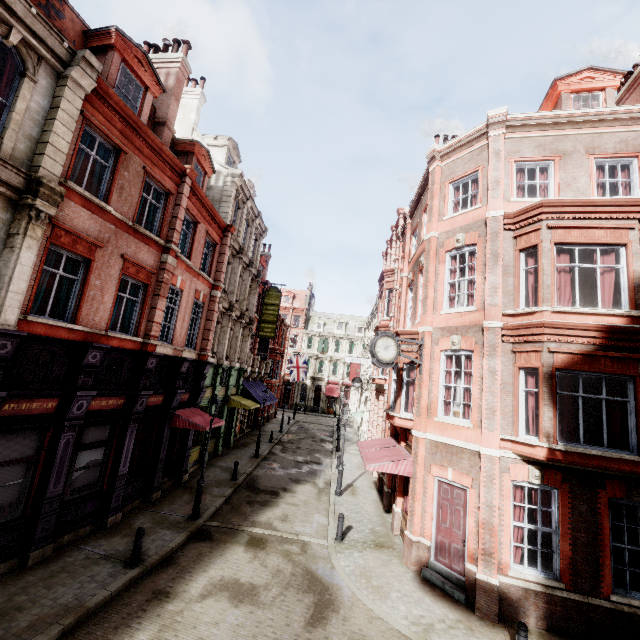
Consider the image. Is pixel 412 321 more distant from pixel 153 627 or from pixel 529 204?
pixel 153 627

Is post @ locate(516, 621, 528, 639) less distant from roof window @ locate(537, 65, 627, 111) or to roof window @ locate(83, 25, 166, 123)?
roof window @ locate(537, 65, 627, 111)

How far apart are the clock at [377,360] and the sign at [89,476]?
10.3 meters

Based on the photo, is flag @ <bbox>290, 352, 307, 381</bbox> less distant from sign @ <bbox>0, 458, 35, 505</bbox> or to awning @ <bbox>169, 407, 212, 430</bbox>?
awning @ <bbox>169, 407, 212, 430</bbox>

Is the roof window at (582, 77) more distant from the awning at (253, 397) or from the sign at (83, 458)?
the awning at (253, 397)

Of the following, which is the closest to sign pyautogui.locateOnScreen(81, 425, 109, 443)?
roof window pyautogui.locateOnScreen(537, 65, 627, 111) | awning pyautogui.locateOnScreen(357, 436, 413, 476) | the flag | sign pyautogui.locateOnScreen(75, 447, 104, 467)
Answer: sign pyautogui.locateOnScreen(75, 447, 104, 467)

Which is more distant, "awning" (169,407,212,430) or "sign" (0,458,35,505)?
"awning" (169,407,212,430)

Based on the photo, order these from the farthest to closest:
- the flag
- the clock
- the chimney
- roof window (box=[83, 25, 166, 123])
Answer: the flag < the chimney < the clock < roof window (box=[83, 25, 166, 123])
